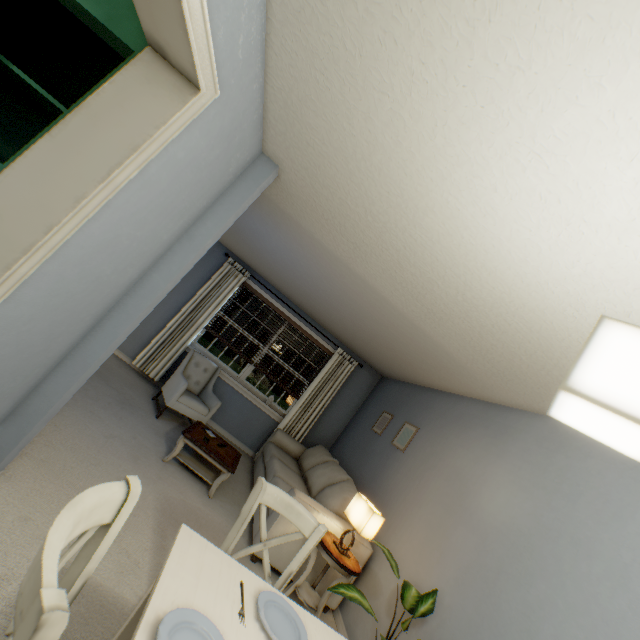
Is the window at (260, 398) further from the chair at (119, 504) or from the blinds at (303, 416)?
the chair at (119, 504)

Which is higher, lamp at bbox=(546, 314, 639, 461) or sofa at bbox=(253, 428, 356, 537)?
lamp at bbox=(546, 314, 639, 461)

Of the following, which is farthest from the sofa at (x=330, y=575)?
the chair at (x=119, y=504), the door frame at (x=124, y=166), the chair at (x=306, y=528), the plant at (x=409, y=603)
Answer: the door frame at (x=124, y=166)

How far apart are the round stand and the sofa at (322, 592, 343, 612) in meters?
0.1

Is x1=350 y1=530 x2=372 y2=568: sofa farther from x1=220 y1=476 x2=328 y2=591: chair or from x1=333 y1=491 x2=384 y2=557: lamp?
x1=220 y1=476 x2=328 y2=591: chair

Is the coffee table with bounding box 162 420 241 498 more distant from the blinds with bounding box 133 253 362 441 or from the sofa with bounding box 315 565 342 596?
the blinds with bounding box 133 253 362 441

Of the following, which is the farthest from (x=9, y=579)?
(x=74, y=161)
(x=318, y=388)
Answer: (x=318, y=388)

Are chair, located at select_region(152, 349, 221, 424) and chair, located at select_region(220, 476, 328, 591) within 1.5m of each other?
no
